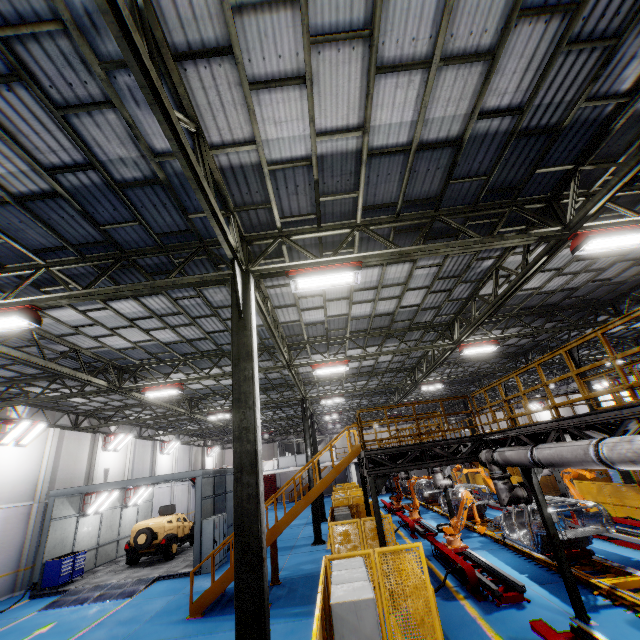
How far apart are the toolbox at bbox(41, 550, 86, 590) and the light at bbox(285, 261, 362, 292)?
18.9 meters

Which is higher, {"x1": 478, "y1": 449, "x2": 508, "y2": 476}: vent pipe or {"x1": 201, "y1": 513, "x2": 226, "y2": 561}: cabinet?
{"x1": 478, "y1": 449, "x2": 508, "y2": 476}: vent pipe

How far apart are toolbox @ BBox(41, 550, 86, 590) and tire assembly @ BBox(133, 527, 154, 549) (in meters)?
2.28

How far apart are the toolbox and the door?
31.6 meters

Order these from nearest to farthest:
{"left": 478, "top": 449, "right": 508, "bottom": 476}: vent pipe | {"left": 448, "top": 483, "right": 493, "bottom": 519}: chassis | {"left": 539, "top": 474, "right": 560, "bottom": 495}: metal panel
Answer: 1. {"left": 478, "top": 449, "right": 508, "bottom": 476}: vent pipe
2. {"left": 448, "top": 483, "right": 493, "bottom": 519}: chassis
3. {"left": 539, "top": 474, "right": 560, "bottom": 495}: metal panel

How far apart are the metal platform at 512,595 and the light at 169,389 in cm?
1202

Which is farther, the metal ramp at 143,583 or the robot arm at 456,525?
the metal ramp at 143,583

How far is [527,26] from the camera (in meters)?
4.56
